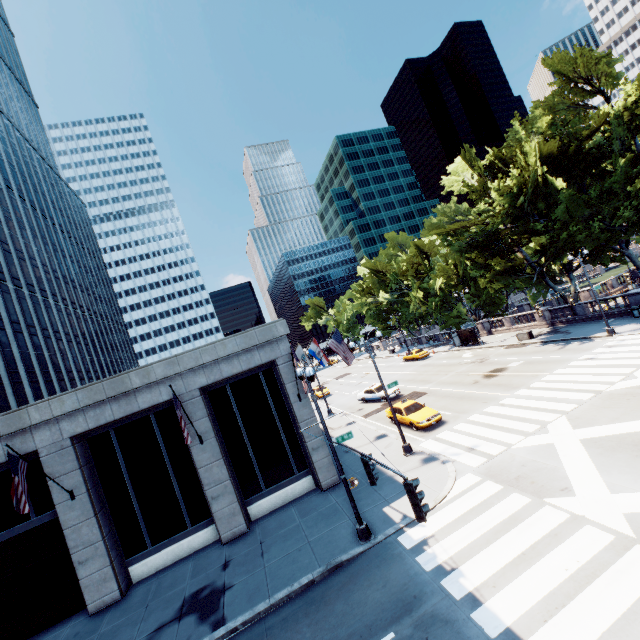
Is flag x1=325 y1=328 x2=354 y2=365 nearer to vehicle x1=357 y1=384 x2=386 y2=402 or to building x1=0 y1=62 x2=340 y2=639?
building x1=0 y1=62 x2=340 y2=639

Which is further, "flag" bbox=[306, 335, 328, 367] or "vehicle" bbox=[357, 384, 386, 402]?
"vehicle" bbox=[357, 384, 386, 402]

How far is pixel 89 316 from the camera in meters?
58.8 m

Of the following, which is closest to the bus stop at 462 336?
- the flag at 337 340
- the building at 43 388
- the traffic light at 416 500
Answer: the flag at 337 340

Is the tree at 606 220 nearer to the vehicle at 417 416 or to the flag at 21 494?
the vehicle at 417 416

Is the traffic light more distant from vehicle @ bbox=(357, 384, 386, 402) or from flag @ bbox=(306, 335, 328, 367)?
vehicle @ bbox=(357, 384, 386, 402)

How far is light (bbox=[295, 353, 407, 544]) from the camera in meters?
9.5 m

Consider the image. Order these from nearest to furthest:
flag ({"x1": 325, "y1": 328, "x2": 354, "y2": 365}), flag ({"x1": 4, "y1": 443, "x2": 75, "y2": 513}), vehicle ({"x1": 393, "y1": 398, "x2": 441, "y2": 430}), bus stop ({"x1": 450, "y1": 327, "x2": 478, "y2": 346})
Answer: flag ({"x1": 4, "y1": 443, "x2": 75, "y2": 513})
flag ({"x1": 325, "y1": 328, "x2": 354, "y2": 365})
vehicle ({"x1": 393, "y1": 398, "x2": 441, "y2": 430})
bus stop ({"x1": 450, "y1": 327, "x2": 478, "y2": 346})
